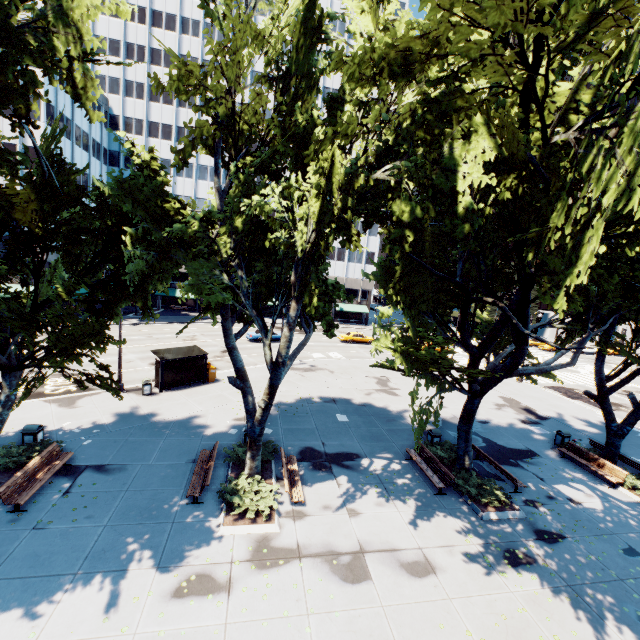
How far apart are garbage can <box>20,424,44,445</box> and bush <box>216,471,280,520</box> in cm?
888

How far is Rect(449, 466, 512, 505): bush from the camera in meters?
12.9 m

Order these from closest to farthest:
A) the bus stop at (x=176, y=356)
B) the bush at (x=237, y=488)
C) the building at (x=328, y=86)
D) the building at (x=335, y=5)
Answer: the bush at (x=237, y=488) → the bus stop at (x=176, y=356) → the building at (x=335, y=5) → the building at (x=328, y=86)

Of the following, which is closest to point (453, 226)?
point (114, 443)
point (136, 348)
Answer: point (114, 443)

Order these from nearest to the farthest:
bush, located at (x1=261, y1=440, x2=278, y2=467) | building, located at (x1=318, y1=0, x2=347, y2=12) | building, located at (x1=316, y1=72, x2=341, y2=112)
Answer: bush, located at (x1=261, y1=440, x2=278, y2=467)
building, located at (x1=318, y1=0, x2=347, y2=12)
building, located at (x1=316, y1=72, x2=341, y2=112)

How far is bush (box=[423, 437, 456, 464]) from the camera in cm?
1565

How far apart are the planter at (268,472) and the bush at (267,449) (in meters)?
0.27

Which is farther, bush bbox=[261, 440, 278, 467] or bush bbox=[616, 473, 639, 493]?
bush bbox=[616, 473, 639, 493]
